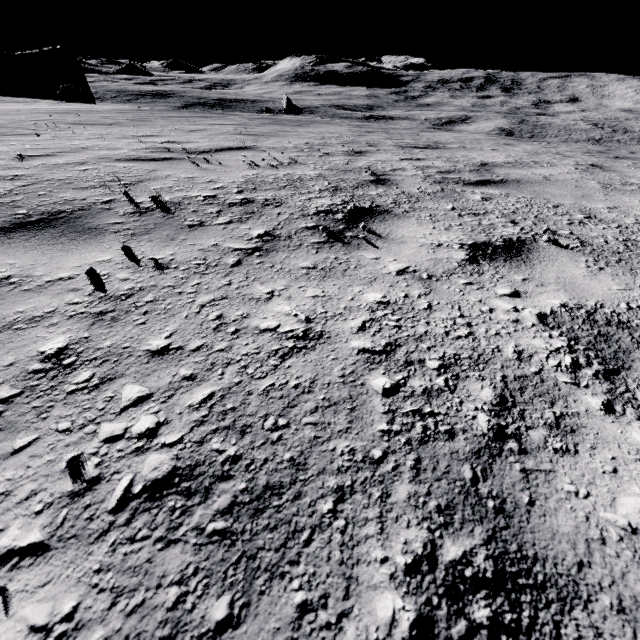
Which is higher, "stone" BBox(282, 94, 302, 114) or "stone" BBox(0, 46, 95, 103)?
"stone" BBox(0, 46, 95, 103)

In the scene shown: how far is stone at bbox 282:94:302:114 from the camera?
39.88m

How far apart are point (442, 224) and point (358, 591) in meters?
2.4

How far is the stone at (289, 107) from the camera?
39.9 meters

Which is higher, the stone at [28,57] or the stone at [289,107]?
the stone at [28,57]
